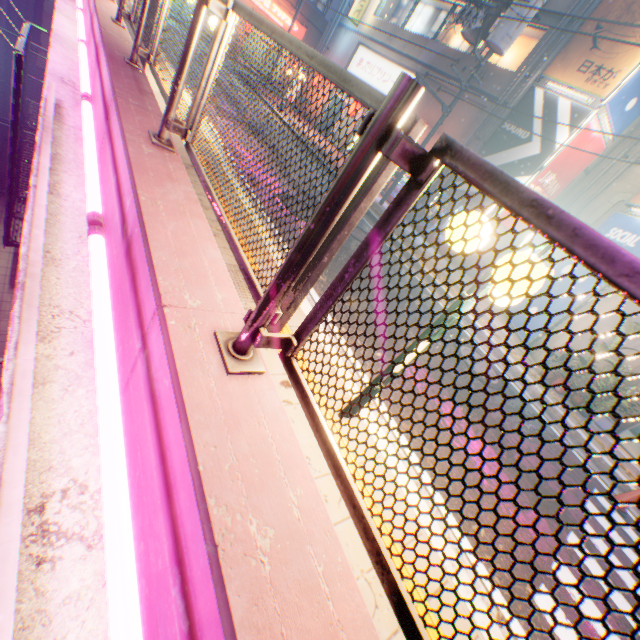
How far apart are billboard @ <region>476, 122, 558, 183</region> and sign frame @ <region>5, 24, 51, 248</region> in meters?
14.0

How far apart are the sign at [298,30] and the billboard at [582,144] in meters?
28.6 m

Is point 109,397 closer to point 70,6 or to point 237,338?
point 237,338

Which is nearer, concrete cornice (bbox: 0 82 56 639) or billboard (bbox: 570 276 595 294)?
concrete cornice (bbox: 0 82 56 639)

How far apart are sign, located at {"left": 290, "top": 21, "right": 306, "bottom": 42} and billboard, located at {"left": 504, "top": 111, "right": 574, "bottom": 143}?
25.9m

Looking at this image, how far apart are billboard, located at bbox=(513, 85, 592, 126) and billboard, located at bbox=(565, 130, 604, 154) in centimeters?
16cm

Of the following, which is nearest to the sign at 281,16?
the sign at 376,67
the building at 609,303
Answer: the sign at 376,67
